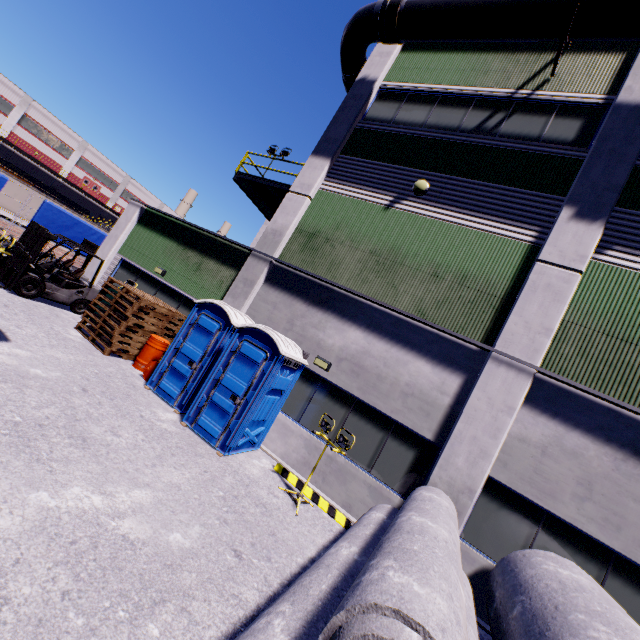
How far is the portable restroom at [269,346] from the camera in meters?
7.4 m

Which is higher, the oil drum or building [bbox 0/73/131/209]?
building [bbox 0/73/131/209]

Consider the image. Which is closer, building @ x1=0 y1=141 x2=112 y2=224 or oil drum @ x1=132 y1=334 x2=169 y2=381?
oil drum @ x1=132 y1=334 x2=169 y2=381

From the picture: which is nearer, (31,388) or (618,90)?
(31,388)

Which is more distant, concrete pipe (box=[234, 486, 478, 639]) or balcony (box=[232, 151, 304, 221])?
balcony (box=[232, 151, 304, 221])

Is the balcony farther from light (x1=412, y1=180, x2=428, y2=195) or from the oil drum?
the oil drum

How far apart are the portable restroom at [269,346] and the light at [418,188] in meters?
5.7 m

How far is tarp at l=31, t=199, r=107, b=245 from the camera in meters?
18.8
